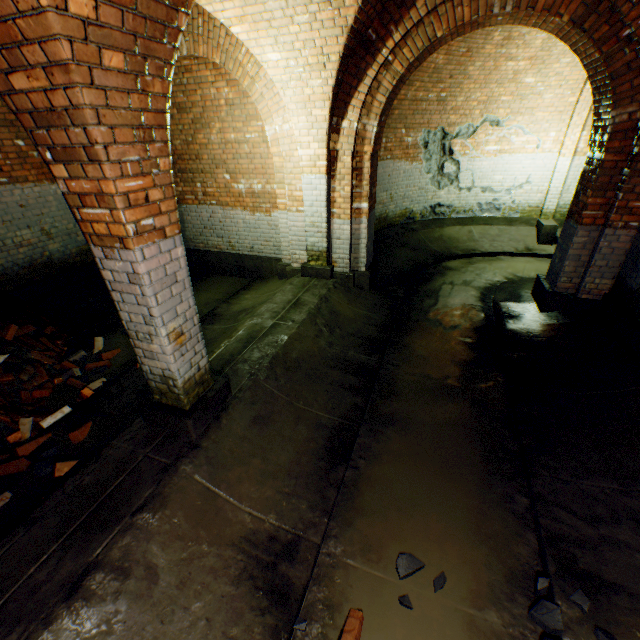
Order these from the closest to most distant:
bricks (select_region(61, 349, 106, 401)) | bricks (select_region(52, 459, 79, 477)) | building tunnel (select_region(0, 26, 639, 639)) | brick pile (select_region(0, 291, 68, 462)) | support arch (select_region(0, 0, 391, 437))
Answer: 1. support arch (select_region(0, 0, 391, 437))
2. building tunnel (select_region(0, 26, 639, 639))
3. bricks (select_region(52, 459, 79, 477))
4. brick pile (select_region(0, 291, 68, 462))
5. bricks (select_region(61, 349, 106, 401))

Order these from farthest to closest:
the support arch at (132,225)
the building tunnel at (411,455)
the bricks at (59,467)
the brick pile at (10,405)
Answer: the brick pile at (10,405) → the bricks at (59,467) → the building tunnel at (411,455) → the support arch at (132,225)

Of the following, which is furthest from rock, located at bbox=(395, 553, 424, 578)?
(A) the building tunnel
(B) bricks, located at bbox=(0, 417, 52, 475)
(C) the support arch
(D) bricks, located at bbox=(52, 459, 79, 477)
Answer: (B) bricks, located at bbox=(0, 417, 52, 475)

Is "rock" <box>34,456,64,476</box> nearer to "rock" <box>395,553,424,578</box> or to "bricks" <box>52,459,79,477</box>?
"bricks" <box>52,459,79,477</box>

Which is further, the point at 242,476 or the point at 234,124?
the point at 234,124

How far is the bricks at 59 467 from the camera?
2.9 meters

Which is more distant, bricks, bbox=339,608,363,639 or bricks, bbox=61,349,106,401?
bricks, bbox=61,349,106,401

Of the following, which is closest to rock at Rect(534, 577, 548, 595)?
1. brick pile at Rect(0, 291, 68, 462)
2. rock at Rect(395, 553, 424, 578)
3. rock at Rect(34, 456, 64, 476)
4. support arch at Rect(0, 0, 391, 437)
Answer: rock at Rect(395, 553, 424, 578)
